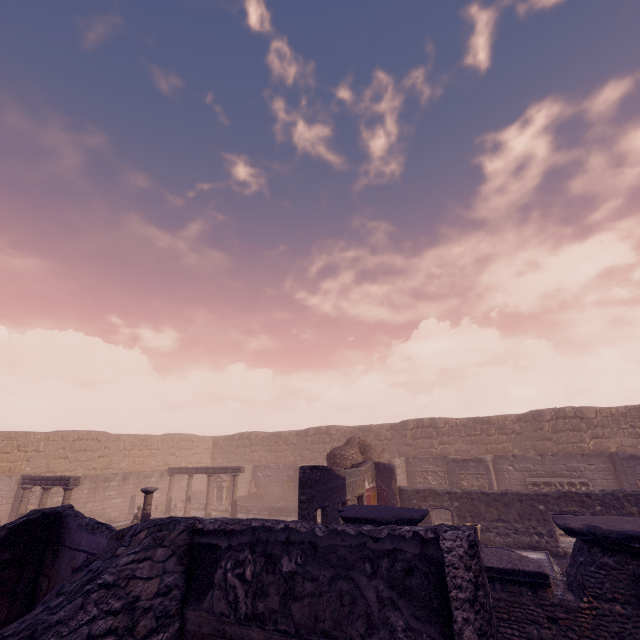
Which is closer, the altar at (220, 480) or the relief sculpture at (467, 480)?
the relief sculpture at (467, 480)

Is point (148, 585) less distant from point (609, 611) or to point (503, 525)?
point (609, 611)

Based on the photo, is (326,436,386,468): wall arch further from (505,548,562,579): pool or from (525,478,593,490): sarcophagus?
(525,478,593,490): sarcophagus

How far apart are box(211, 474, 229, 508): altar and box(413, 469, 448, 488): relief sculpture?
12.48m

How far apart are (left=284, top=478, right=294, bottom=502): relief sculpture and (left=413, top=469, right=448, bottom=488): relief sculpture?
7.10m

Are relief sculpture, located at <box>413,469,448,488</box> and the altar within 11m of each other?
no

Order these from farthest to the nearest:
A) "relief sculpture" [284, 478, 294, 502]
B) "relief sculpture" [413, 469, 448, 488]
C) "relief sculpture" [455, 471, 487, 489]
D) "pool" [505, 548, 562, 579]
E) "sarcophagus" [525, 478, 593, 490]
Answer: "relief sculpture" [284, 478, 294, 502], "relief sculpture" [413, 469, 448, 488], "relief sculpture" [455, 471, 487, 489], "sarcophagus" [525, 478, 593, 490], "pool" [505, 548, 562, 579]

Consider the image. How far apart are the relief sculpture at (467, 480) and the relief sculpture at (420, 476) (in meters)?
1.77
